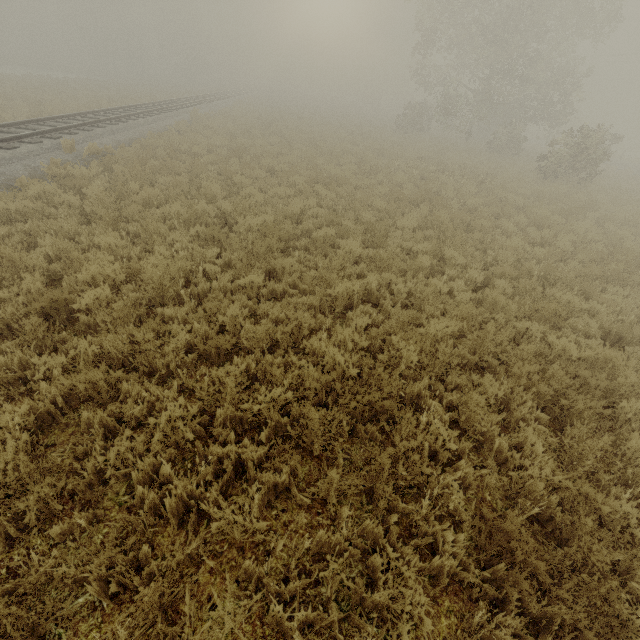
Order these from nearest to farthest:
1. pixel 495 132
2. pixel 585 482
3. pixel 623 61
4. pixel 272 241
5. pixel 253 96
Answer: pixel 585 482 → pixel 272 241 → pixel 495 132 → pixel 623 61 → pixel 253 96
